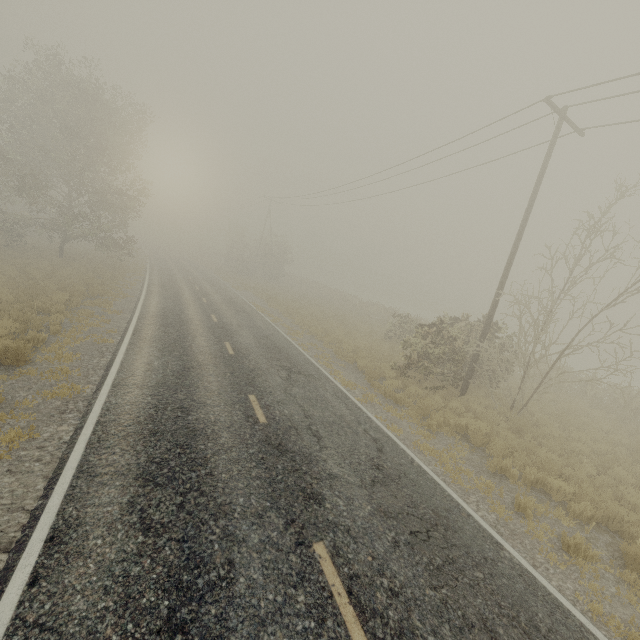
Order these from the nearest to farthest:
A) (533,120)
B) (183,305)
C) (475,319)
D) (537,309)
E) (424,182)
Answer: (537,309)
(533,120)
(183,305)
(424,182)
(475,319)
